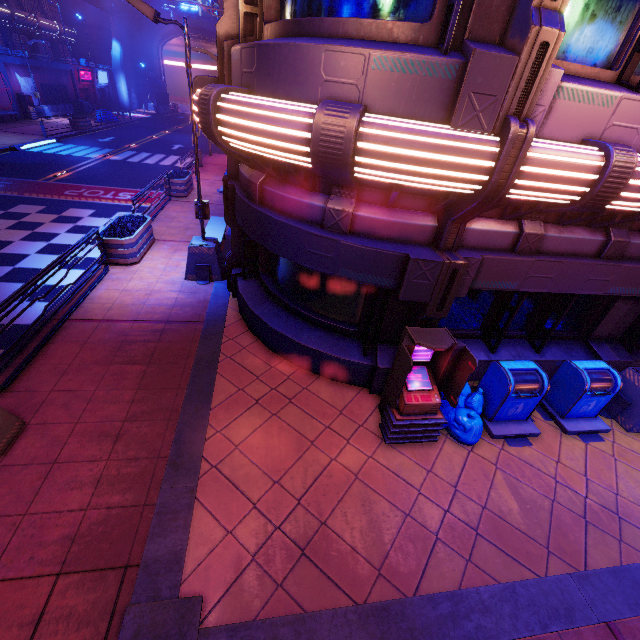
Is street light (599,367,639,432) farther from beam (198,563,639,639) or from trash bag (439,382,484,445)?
trash bag (439,382,484,445)

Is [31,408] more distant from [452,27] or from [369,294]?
[452,27]

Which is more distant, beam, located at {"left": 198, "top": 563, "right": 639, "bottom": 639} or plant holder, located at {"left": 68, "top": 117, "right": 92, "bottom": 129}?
plant holder, located at {"left": 68, "top": 117, "right": 92, "bottom": 129}

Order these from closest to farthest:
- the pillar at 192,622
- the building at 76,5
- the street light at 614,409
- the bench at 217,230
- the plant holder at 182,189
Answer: the pillar at 192,622 < the street light at 614,409 < the bench at 217,230 < the plant holder at 182,189 < the building at 76,5

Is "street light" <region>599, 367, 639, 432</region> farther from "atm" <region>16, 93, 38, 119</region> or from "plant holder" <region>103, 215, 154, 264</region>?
"atm" <region>16, 93, 38, 119</region>

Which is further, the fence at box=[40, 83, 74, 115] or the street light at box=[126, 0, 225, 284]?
the fence at box=[40, 83, 74, 115]

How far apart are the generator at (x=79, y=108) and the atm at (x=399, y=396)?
49.33m

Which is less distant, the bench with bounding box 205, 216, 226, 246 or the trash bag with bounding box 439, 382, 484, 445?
the trash bag with bounding box 439, 382, 484, 445
